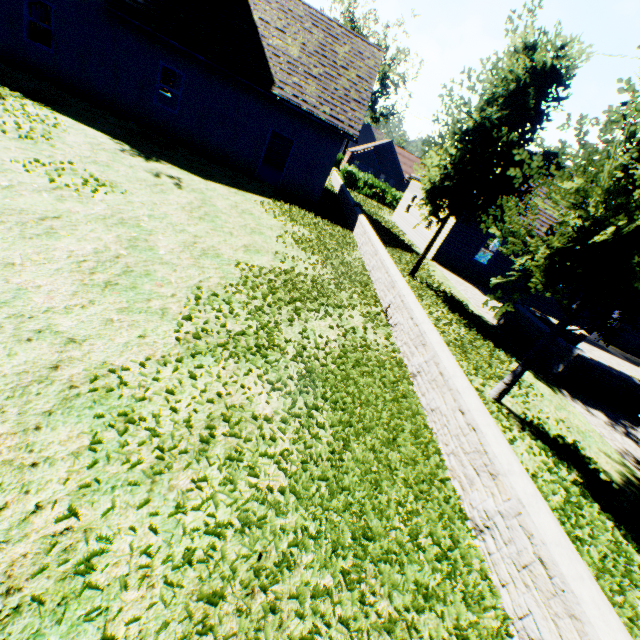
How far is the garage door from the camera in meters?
21.1 m

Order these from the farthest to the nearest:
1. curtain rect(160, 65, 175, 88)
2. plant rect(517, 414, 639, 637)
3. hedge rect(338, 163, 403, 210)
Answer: hedge rect(338, 163, 403, 210), curtain rect(160, 65, 175, 88), plant rect(517, 414, 639, 637)

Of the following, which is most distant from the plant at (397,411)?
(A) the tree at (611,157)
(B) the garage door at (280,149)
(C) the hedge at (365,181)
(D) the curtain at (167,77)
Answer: (C) the hedge at (365,181)

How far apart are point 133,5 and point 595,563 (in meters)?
20.31

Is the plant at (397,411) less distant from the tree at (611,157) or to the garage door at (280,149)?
the tree at (611,157)

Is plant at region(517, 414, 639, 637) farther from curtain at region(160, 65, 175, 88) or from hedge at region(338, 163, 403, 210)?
hedge at region(338, 163, 403, 210)

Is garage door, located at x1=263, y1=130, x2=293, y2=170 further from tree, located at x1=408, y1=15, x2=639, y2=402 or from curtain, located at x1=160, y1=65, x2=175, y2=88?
tree, located at x1=408, y1=15, x2=639, y2=402

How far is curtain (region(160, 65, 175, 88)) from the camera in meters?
21.0
